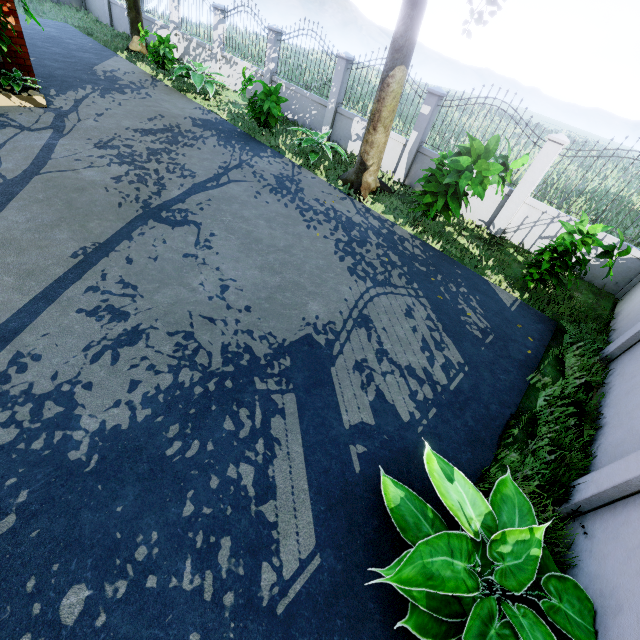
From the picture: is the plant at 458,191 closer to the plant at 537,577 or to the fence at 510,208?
the fence at 510,208

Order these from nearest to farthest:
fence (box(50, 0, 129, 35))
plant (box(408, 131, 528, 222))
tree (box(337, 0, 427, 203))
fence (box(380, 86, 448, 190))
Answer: plant (box(408, 131, 528, 222)) < tree (box(337, 0, 427, 203)) < fence (box(380, 86, 448, 190)) < fence (box(50, 0, 129, 35))

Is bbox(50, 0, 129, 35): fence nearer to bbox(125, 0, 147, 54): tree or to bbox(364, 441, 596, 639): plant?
bbox(364, 441, 596, 639): plant

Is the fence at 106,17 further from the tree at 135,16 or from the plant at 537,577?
the tree at 135,16

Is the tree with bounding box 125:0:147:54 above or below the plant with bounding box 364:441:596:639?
above

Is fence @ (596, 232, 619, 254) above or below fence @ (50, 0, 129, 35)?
above

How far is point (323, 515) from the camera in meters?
2.8 m
